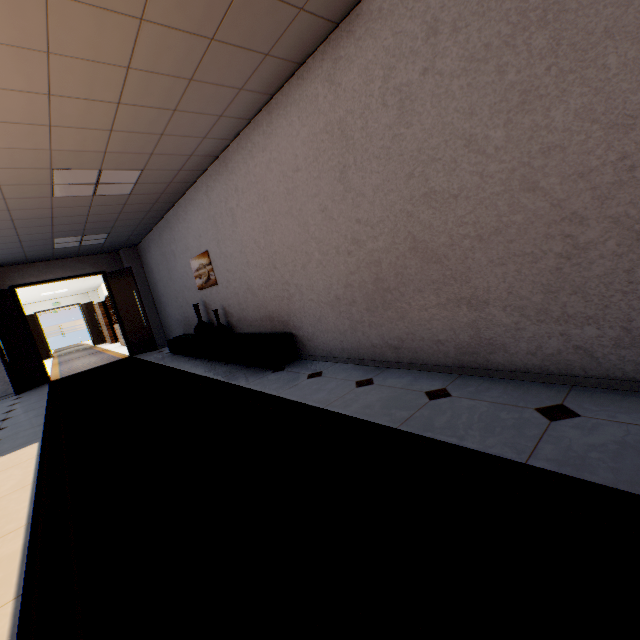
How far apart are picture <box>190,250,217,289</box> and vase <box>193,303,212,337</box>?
0.37m

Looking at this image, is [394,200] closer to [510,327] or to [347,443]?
[510,327]

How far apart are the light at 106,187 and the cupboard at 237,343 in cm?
269

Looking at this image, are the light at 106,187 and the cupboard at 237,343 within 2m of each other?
no

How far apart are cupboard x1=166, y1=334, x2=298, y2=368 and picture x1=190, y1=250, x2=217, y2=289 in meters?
0.9

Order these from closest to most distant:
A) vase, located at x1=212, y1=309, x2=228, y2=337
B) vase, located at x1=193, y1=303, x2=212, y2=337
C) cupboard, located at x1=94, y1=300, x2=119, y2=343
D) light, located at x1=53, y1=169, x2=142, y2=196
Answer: light, located at x1=53, y1=169, x2=142, y2=196
vase, located at x1=212, y1=309, x2=228, y2=337
vase, located at x1=193, y1=303, x2=212, y2=337
cupboard, located at x1=94, y1=300, x2=119, y2=343

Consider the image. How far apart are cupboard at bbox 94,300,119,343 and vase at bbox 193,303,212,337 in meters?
12.7

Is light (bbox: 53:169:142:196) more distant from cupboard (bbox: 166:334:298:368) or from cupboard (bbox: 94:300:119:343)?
cupboard (bbox: 94:300:119:343)
